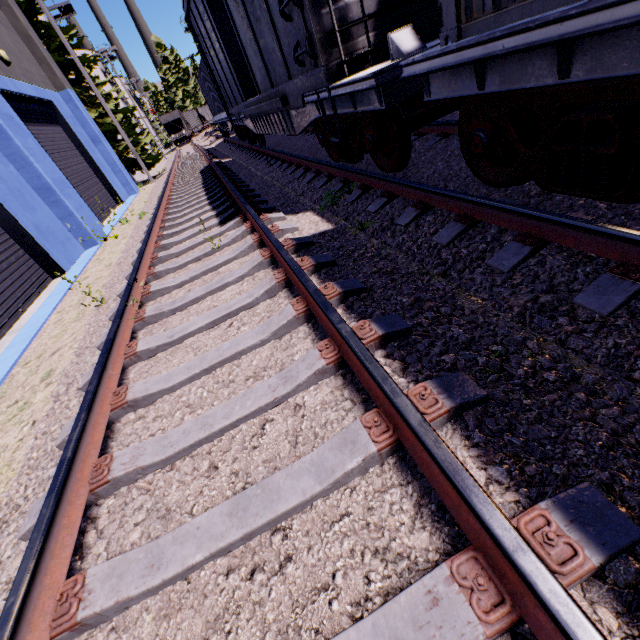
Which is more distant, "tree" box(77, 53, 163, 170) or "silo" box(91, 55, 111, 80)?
"silo" box(91, 55, 111, 80)

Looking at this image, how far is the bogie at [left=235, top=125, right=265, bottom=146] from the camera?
12.08m

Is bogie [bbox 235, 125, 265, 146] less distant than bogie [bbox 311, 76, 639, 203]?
No

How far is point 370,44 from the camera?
4.2 meters

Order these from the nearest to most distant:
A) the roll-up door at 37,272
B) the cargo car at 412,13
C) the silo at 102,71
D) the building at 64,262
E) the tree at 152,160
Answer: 1. the cargo car at 412,13
2. the roll-up door at 37,272
3. the building at 64,262
4. the tree at 152,160
5. the silo at 102,71

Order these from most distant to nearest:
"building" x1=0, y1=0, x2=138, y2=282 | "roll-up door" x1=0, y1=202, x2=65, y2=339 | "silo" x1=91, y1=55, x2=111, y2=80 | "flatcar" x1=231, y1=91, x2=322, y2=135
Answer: "silo" x1=91, y1=55, x2=111, y2=80
"building" x1=0, y1=0, x2=138, y2=282
"roll-up door" x1=0, y1=202, x2=65, y2=339
"flatcar" x1=231, y1=91, x2=322, y2=135

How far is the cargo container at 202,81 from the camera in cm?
1689

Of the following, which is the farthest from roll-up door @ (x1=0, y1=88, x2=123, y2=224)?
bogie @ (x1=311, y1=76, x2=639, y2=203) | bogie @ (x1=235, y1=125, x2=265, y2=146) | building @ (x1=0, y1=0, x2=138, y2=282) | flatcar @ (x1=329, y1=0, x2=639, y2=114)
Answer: bogie @ (x1=311, y1=76, x2=639, y2=203)
